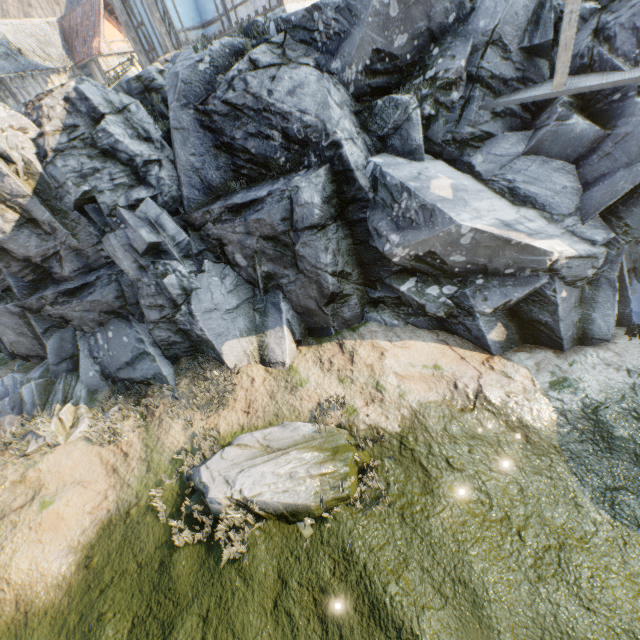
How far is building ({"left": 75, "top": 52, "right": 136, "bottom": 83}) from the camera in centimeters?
2247cm

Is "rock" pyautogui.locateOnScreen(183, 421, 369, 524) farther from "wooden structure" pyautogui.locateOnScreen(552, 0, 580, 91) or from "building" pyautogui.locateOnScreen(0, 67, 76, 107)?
"building" pyautogui.locateOnScreen(0, 67, 76, 107)

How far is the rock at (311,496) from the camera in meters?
6.7

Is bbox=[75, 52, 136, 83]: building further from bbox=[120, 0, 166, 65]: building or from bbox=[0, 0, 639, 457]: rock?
bbox=[120, 0, 166, 65]: building

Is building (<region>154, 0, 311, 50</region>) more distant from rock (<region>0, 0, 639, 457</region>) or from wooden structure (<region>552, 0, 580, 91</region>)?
wooden structure (<region>552, 0, 580, 91</region>)

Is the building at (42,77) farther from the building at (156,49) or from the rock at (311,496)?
the building at (156,49)

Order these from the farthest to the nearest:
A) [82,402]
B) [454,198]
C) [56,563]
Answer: [82,402], [454,198], [56,563]

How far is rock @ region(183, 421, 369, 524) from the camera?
6.70m
